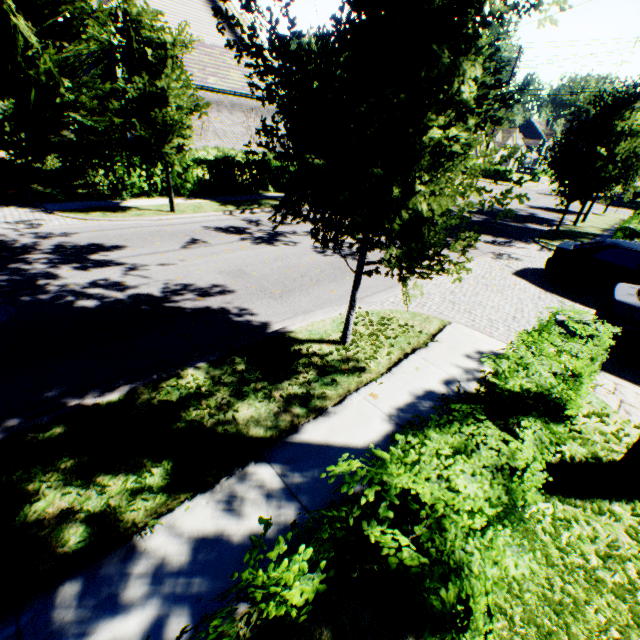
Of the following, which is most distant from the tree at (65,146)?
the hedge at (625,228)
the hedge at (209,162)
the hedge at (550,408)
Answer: the hedge at (209,162)

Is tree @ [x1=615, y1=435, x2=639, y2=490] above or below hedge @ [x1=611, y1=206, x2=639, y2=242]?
below

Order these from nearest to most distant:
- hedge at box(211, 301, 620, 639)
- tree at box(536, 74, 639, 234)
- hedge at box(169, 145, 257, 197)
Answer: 1. hedge at box(211, 301, 620, 639)
2. tree at box(536, 74, 639, 234)
3. hedge at box(169, 145, 257, 197)

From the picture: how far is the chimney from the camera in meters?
21.0 m

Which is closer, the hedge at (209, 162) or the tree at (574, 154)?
the tree at (574, 154)

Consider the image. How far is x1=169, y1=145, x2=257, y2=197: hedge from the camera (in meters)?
15.06

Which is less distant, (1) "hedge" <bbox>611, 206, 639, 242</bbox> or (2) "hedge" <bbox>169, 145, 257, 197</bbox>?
(1) "hedge" <bbox>611, 206, 639, 242</bbox>

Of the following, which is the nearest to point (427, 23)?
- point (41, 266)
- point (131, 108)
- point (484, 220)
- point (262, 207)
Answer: point (41, 266)
